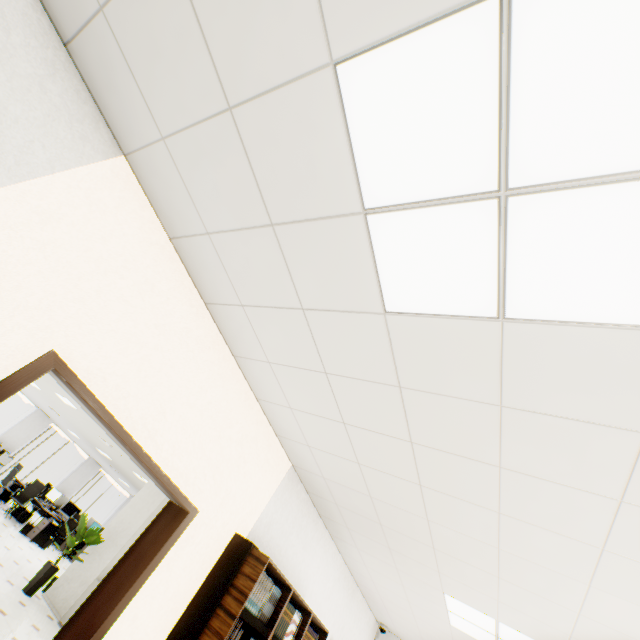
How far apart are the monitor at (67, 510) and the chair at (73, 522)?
0.88m

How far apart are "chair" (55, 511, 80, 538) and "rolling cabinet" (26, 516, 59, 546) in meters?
0.6 m

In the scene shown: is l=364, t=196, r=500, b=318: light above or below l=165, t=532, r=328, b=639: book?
above

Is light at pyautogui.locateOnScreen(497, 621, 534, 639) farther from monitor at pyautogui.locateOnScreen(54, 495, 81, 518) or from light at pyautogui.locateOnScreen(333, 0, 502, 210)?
monitor at pyautogui.locateOnScreen(54, 495, 81, 518)

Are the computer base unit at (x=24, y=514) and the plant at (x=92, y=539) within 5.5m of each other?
no

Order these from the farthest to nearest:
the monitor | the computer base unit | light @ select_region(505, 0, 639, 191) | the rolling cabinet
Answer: the monitor < the computer base unit < the rolling cabinet < light @ select_region(505, 0, 639, 191)

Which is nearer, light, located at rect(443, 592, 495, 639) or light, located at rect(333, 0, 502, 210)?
light, located at rect(333, 0, 502, 210)

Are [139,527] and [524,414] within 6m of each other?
no
